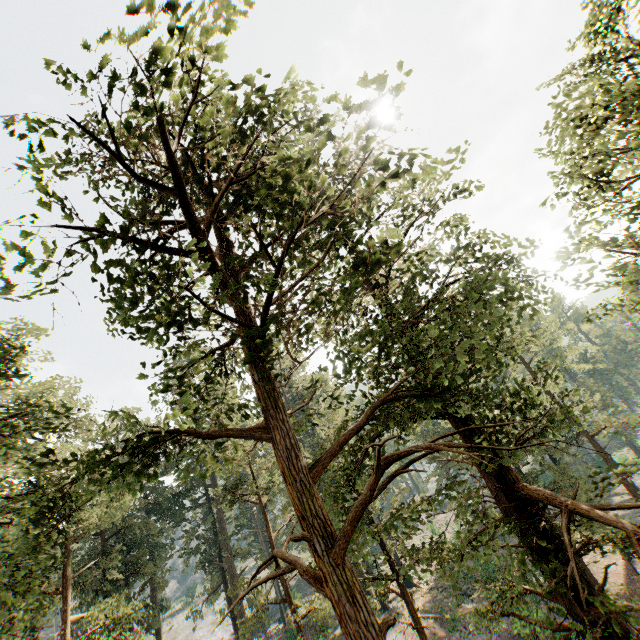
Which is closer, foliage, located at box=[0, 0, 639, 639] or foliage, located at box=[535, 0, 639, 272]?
foliage, located at box=[0, 0, 639, 639]

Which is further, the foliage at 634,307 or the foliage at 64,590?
the foliage at 634,307

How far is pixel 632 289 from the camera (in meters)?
7.54
